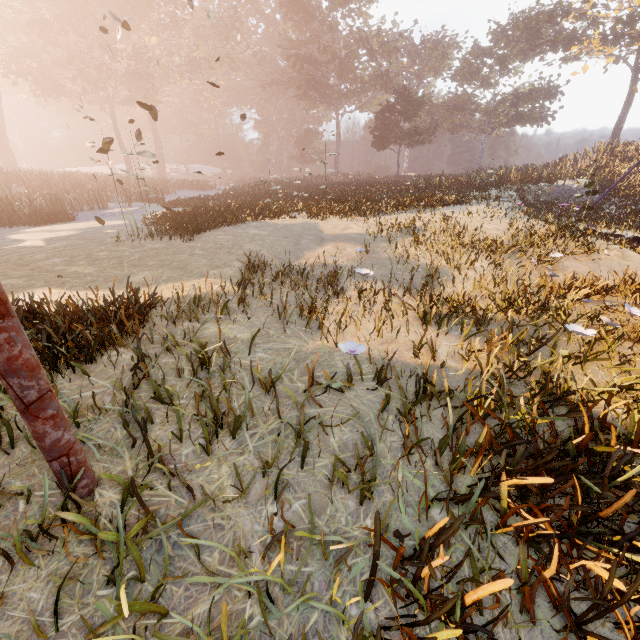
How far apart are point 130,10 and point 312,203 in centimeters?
4019cm
